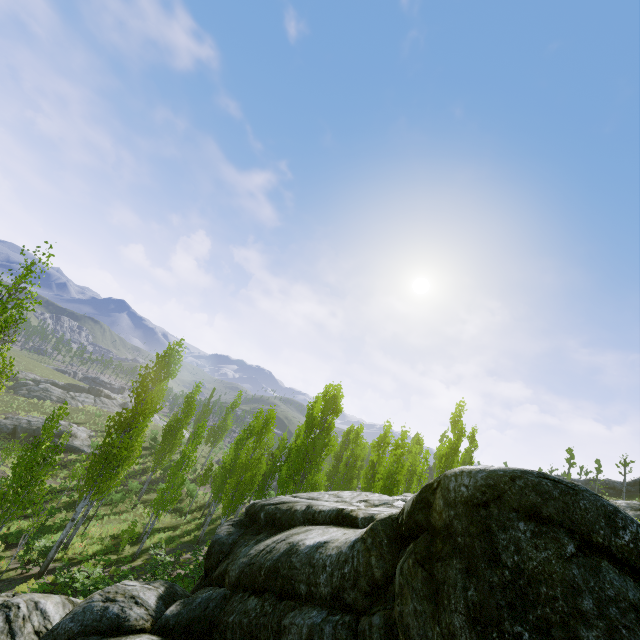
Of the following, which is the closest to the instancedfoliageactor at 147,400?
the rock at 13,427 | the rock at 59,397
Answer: the rock at 13,427

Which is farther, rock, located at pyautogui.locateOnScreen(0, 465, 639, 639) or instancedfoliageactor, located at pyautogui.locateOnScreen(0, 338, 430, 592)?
Result: instancedfoliageactor, located at pyautogui.locateOnScreen(0, 338, 430, 592)

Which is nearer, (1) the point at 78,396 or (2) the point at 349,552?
(2) the point at 349,552

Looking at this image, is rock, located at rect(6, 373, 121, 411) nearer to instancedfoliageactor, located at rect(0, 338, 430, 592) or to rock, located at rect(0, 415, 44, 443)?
rock, located at rect(0, 415, 44, 443)

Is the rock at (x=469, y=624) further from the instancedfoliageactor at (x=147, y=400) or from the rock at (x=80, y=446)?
the rock at (x=80, y=446)

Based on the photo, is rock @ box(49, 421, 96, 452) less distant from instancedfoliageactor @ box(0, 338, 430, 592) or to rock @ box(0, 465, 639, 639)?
instancedfoliageactor @ box(0, 338, 430, 592)

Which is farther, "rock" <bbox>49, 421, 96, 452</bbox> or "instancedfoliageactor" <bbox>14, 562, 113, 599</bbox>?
"rock" <bbox>49, 421, 96, 452</bbox>

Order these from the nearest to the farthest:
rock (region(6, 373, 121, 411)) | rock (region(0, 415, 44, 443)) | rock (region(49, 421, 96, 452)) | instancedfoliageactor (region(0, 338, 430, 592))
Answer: instancedfoliageactor (region(0, 338, 430, 592)) < rock (region(0, 415, 44, 443)) < rock (region(49, 421, 96, 452)) < rock (region(6, 373, 121, 411))
